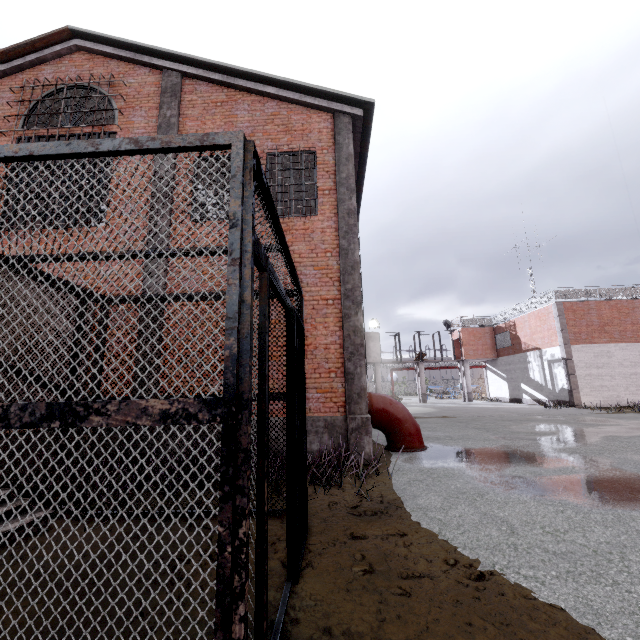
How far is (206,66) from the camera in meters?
9.1

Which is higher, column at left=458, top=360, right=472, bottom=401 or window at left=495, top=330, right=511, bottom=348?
window at left=495, top=330, right=511, bottom=348

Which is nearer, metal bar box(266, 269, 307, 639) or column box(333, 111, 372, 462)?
metal bar box(266, 269, 307, 639)

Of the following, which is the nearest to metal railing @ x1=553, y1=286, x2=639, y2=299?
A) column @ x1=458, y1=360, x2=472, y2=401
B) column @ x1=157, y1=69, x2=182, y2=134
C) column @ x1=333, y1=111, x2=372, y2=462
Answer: column @ x1=458, y1=360, x2=472, y2=401

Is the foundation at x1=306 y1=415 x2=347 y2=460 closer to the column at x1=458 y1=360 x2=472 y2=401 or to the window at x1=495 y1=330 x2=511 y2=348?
the window at x1=495 y1=330 x2=511 y2=348

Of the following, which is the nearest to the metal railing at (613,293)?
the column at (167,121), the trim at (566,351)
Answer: the trim at (566,351)

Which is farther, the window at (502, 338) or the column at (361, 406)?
the window at (502, 338)

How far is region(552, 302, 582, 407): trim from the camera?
21.1m
